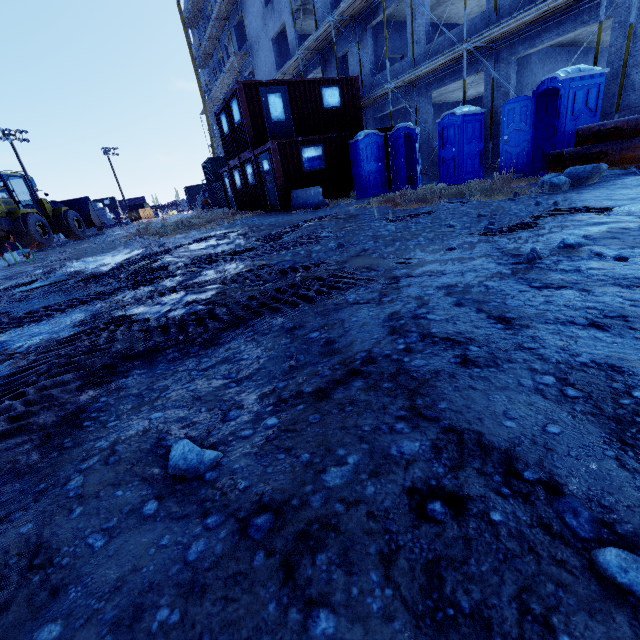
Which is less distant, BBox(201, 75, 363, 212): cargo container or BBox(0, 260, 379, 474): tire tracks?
BBox(0, 260, 379, 474): tire tracks

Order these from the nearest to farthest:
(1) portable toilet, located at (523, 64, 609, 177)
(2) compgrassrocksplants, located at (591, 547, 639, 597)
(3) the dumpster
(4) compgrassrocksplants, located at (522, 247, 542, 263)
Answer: (2) compgrassrocksplants, located at (591, 547, 639, 597)
(4) compgrassrocksplants, located at (522, 247, 542, 263)
(1) portable toilet, located at (523, 64, 609, 177)
(3) the dumpster

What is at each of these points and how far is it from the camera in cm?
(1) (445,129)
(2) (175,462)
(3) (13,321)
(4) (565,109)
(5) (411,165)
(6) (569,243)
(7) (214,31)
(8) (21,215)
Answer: (1) portable toilet door, 1134
(2) compgrassrocksplants, 126
(3) tire tracks, 375
(4) portable toilet, 790
(5) portable toilet, 1368
(6) compgrassrocksplants, 270
(7) scaffolding, 3014
(8) front loader, 1744

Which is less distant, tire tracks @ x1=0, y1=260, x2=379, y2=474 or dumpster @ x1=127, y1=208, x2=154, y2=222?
tire tracks @ x1=0, y1=260, x2=379, y2=474

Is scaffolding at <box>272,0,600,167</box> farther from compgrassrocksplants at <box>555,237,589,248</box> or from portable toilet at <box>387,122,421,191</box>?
compgrassrocksplants at <box>555,237,589,248</box>

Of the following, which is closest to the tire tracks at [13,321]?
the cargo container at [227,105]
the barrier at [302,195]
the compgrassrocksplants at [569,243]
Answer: the compgrassrocksplants at [569,243]

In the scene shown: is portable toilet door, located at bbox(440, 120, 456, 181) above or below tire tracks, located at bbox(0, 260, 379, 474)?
above

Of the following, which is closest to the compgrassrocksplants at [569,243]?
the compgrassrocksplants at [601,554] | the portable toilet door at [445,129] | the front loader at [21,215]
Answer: the compgrassrocksplants at [601,554]
